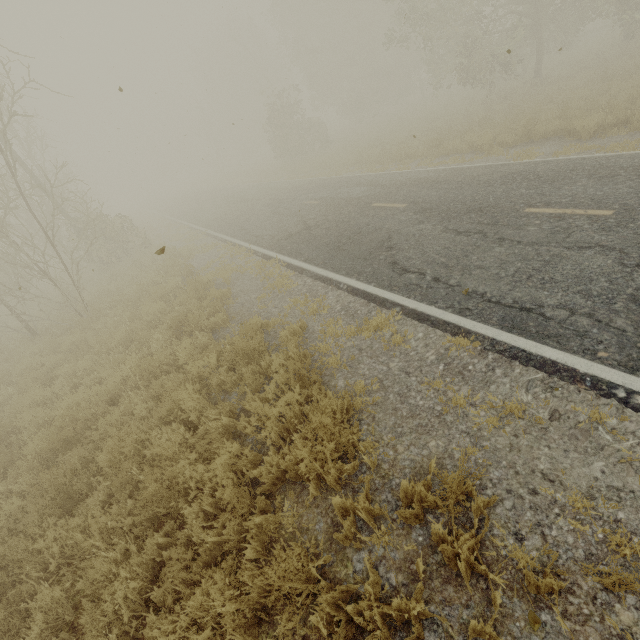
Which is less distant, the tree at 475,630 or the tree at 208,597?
the tree at 475,630

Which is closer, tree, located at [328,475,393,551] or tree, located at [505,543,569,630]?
tree, located at [505,543,569,630]

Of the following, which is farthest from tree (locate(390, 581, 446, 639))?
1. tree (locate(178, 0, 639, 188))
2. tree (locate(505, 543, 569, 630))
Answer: tree (locate(178, 0, 639, 188))

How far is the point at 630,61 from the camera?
15.13m

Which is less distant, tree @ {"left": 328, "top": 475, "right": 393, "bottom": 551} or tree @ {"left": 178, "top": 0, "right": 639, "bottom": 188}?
tree @ {"left": 328, "top": 475, "right": 393, "bottom": 551}

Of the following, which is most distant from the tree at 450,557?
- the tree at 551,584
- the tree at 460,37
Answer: the tree at 460,37
